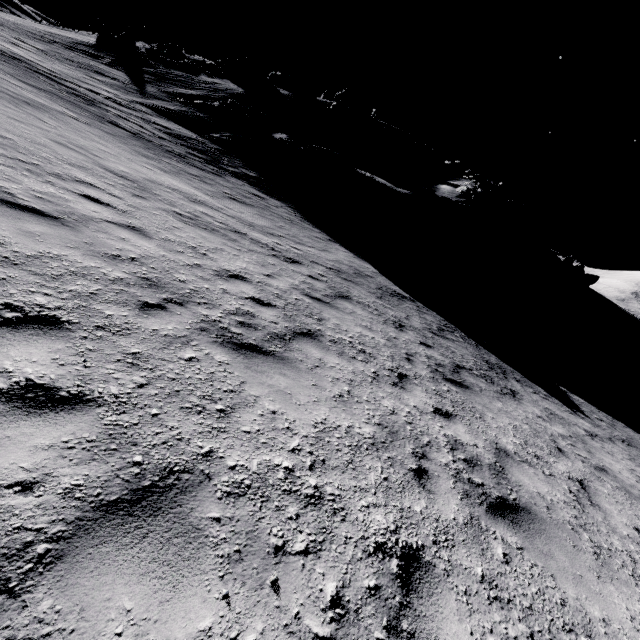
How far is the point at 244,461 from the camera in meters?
2.9 m

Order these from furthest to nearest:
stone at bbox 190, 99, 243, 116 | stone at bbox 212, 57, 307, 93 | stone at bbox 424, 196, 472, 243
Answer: stone at bbox 212, 57, 307, 93, stone at bbox 190, 99, 243, 116, stone at bbox 424, 196, 472, 243

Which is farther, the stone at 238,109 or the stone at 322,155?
the stone at 238,109

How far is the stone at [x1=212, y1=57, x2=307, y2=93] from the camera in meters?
39.8 m

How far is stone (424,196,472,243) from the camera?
23.5 meters

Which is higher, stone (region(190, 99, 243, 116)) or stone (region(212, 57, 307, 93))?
stone (region(212, 57, 307, 93))

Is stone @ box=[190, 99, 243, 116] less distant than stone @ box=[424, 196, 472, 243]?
No

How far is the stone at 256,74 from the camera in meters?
39.8 m
